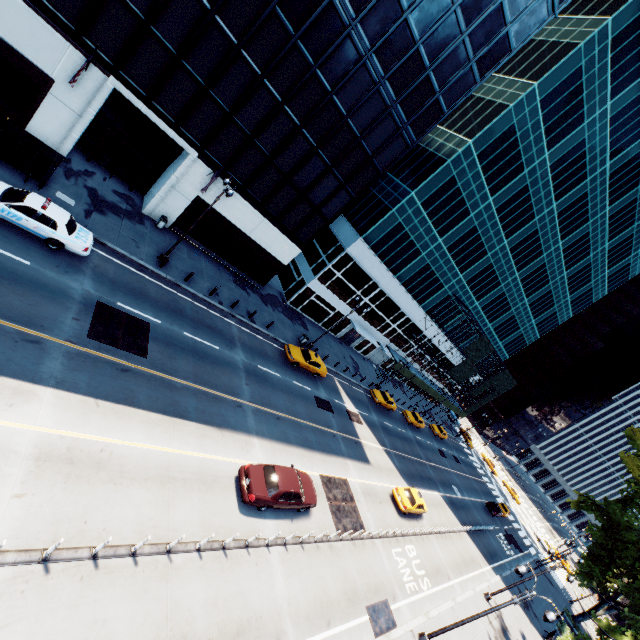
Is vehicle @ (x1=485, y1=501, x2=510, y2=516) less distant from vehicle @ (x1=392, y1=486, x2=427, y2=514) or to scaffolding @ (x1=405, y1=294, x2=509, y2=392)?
scaffolding @ (x1=405, y1=294, x2=509, y2=392)

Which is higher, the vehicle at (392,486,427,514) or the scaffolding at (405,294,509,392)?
the scaffolding at (405,294,509,392)

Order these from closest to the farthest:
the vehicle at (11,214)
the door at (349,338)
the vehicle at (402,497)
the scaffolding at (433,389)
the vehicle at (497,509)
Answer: the vehicle at (11,214) < the vehicle at (402,497) < the door at (349,338) < the vehicle at (497,509) < the scaffolding at (433,389)

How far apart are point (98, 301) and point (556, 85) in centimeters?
4053cm

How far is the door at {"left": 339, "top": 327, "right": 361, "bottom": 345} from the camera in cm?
4378

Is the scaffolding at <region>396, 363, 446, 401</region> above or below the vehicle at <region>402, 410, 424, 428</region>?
above

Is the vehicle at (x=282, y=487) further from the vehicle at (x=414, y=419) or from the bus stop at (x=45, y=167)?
the vehicle at (x=414, y=419)

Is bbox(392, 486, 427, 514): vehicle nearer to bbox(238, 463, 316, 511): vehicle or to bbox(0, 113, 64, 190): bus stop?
bbox(238, 463, 316, 511): vehicle
